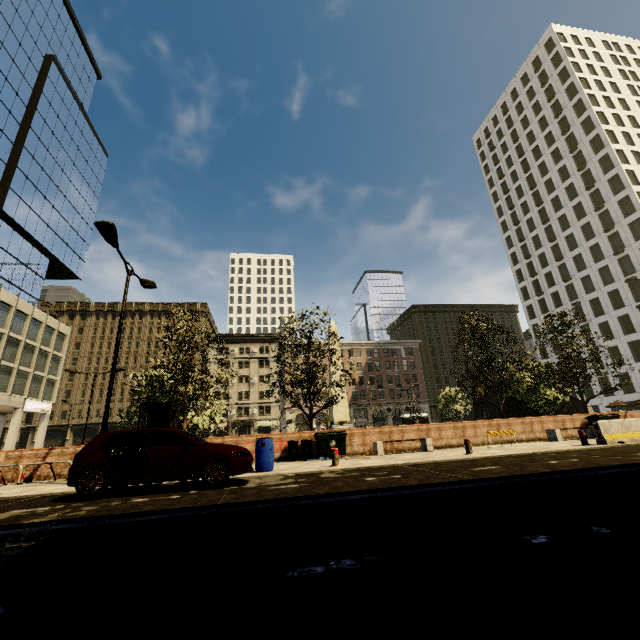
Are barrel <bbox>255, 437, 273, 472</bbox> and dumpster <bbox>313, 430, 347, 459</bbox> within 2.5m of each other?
no

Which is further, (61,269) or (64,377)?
(64,377)

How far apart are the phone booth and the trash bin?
5.4 meters

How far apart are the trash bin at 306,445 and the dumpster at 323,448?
0.1 meters

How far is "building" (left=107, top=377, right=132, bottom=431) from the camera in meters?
57.4 m

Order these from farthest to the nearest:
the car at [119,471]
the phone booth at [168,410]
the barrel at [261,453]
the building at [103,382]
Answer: the building at [103,382] → the phone booth at [168,410] → the barrel at [261,453] → the car at [119,471]

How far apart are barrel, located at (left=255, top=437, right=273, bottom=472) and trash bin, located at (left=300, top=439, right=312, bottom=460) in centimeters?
359cm

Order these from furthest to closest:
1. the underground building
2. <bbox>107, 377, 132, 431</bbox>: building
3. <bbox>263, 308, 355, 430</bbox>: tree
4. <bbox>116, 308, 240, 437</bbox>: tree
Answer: <bbox>107, 377, 132, 431</bbox>: building → the underground building → <bbox>263, 308, 355, 430</bbox>: tree → <bbox>116, 308, 240, 437</bbox>: tree
